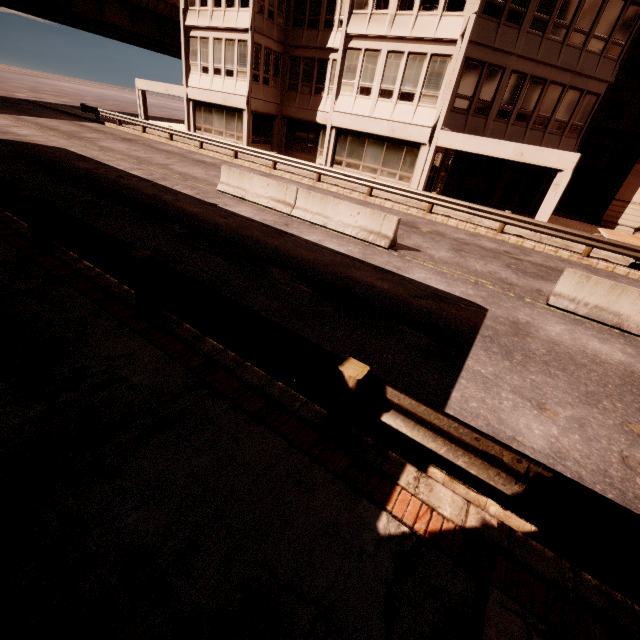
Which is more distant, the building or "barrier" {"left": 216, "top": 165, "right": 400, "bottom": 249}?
the building

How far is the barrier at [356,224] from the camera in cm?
1049

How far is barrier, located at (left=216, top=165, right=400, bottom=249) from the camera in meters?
10.5 m

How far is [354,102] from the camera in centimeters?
1950cm

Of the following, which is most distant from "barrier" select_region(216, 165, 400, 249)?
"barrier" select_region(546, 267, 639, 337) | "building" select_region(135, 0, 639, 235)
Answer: "building" select_region(135, 0, 639, 235)

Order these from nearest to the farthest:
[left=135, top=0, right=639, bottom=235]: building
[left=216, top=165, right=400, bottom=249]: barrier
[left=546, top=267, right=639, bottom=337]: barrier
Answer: [left=546, top=267, right=639, bottom=337]: barrier
[left=216, top=165, right=400, bottom=249]: barrier
[left=135, top=0, right=639, bottom=235]: building

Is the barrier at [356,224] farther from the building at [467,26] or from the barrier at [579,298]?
the building at [467,26]

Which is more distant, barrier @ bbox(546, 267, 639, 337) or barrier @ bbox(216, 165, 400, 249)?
barrier @ bbox(216, 165, 400, 249)
